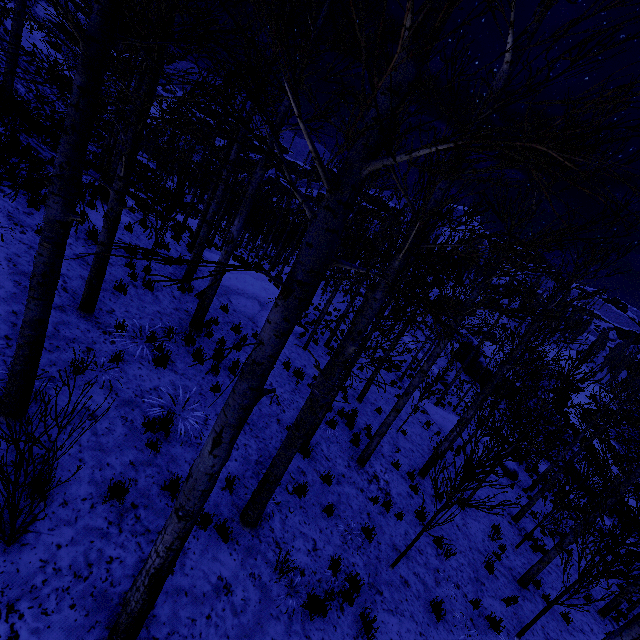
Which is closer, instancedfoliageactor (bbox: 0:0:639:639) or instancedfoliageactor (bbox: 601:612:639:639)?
instancedfoliageactor (bbox: 0:0:639:639)

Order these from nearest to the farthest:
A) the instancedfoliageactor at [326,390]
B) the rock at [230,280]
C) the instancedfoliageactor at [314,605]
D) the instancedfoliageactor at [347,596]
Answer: the instancedfoliageactor at [326,390], the instancedfoliageactor at [314,605], the instancedfoliageactor at [347,596], the rock at [230,280]

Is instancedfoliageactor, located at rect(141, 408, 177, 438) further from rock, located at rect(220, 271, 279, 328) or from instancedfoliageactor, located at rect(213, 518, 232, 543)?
rock, located at rect(220, 271, 279, 328)

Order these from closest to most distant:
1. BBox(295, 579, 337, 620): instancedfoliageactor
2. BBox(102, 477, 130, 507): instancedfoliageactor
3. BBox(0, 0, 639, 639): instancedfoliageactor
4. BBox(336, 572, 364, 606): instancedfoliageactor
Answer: BBox(0, 0, 639, 639): instancedfoliageactor → BBox(102, 477, 130, 507): instancedfoliageactor → BBox(295, 579, 337, 620): instancedfoliageactor → BBox(336, 572, 364, 606): instancedfoliageactor

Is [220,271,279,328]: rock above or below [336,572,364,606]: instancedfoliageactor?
above

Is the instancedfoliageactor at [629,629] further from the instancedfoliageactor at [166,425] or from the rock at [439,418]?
the rock at [439,418]

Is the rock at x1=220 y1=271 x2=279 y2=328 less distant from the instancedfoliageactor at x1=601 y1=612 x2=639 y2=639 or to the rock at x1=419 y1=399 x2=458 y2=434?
the instancedfoliageactor at x1=601 y1=612 x2=639 y2=639

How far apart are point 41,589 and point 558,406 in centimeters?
695cm
